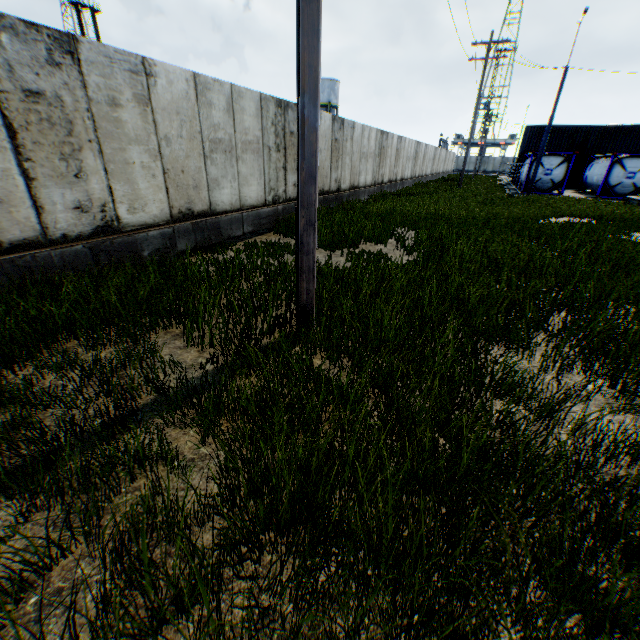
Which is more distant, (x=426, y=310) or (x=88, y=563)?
(x=426, y=310)

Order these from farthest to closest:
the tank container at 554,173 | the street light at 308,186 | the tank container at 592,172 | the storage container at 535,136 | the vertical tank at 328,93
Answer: the vertical tank at 328,93 → the storage container at 535,136 → the tank container at 554,173 → the tank container at 592,172 → the street light at 308,186

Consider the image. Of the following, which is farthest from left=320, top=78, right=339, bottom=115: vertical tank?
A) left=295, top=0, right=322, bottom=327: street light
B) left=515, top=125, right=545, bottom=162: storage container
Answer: left=295, top=0, right=322, bottom=327: street light

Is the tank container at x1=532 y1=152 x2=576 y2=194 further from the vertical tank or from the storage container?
the vertical tank

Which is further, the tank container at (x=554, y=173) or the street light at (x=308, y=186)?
the tank container at (x=554, y=173)

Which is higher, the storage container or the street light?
the storage container

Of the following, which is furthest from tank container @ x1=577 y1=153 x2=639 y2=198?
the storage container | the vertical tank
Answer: the vertical tank
